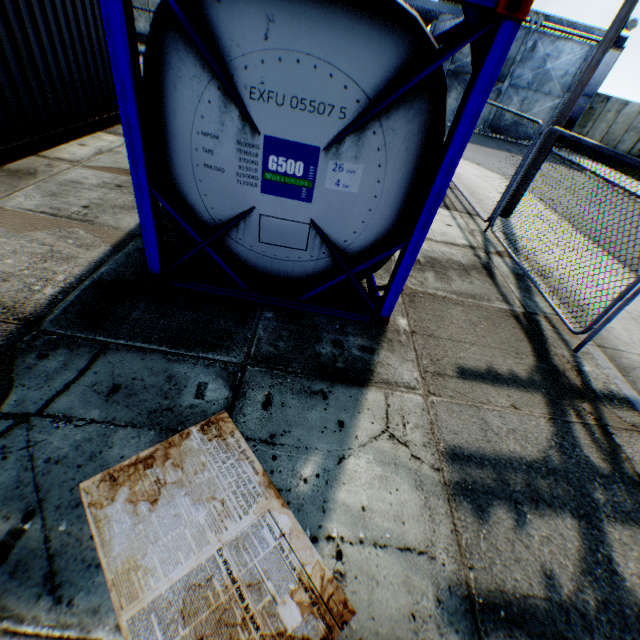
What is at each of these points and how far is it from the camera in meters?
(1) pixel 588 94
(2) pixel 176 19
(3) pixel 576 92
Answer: (1) metal gate, 20.9
(2) tank container, 2.5
(3) electric pole, 6.6

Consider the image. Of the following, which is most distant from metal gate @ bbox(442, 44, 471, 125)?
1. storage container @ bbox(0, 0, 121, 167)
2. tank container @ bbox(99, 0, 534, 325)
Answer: storage container @ bbox(0, 0, 121, 167)

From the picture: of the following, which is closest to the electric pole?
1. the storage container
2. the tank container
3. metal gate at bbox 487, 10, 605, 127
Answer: the tank container

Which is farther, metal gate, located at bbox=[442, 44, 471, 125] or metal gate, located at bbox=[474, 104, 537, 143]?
metal gate, located at bbox=[474, 104, 537, 143]

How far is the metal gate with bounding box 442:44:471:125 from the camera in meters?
20.2

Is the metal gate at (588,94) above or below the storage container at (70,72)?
above

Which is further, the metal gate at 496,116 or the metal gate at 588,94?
the metal gate at 496,116
